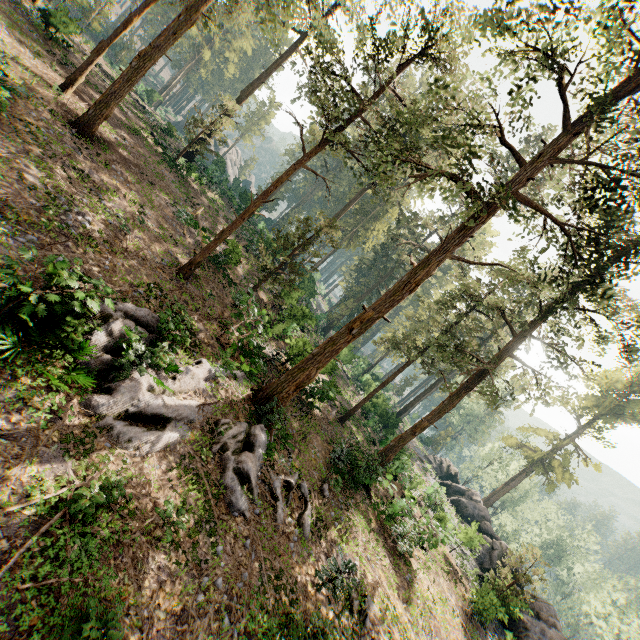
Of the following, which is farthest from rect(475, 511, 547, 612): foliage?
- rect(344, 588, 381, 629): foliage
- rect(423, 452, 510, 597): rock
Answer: rect(344, 588, 381, 629): foliage

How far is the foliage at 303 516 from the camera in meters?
12.1

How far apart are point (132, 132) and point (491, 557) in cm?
4858

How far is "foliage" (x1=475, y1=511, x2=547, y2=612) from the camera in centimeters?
2096cm

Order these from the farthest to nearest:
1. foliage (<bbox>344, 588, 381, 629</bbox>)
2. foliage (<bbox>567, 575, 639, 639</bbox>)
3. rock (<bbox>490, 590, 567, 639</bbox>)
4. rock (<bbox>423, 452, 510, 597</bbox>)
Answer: foliage (<bbox>567, 575, 639, 639</bbox>) < rock (<bbox>423, 452, 510, 597</bbox>) < rock (<bbox>490, 590, 567, 639</bbox>) < foliage (<bbox>344, 588, 381, 629</bbox>)

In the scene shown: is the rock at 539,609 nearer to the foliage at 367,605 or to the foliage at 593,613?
the foliage at 593,613
